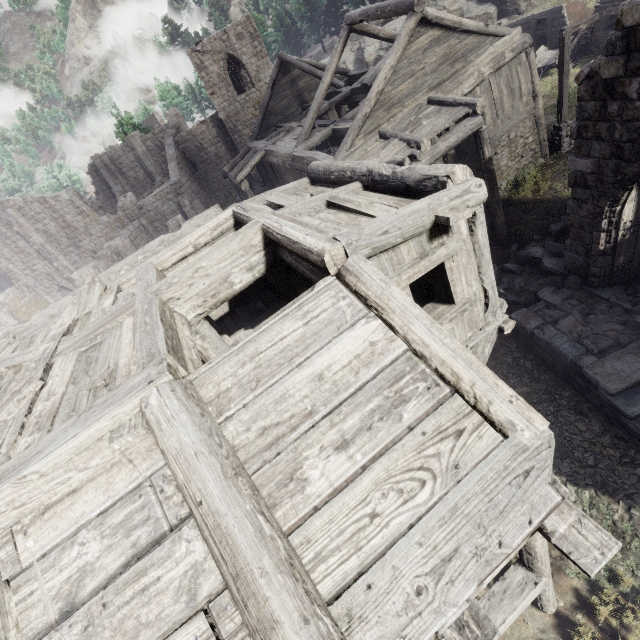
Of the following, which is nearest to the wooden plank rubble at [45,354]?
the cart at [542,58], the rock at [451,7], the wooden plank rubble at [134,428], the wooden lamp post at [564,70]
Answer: the wooden plank rubble at [134,428]

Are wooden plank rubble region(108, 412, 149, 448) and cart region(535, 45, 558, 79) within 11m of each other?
no

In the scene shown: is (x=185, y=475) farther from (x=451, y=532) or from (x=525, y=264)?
(x=525, y=264)

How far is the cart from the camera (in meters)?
20.84

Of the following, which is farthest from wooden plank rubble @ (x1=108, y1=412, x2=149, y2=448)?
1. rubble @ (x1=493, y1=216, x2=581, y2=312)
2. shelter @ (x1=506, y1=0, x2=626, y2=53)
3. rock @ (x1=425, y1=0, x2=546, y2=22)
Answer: rock @ (x1=425, y1=0, x2=546, y2=22)

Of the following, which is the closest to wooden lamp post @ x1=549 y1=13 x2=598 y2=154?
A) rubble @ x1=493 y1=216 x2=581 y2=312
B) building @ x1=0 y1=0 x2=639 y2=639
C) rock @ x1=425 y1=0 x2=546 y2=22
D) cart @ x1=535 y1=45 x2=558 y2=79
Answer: building @ x1=0 y1=0 x2=639 y2=639

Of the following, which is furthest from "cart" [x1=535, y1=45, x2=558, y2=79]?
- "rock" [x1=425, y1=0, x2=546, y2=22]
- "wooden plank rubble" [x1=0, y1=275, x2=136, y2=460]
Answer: "wooden plank rubble" [x1=0, y1=275, x2=136, y2=460]

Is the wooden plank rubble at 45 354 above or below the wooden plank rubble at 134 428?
above
